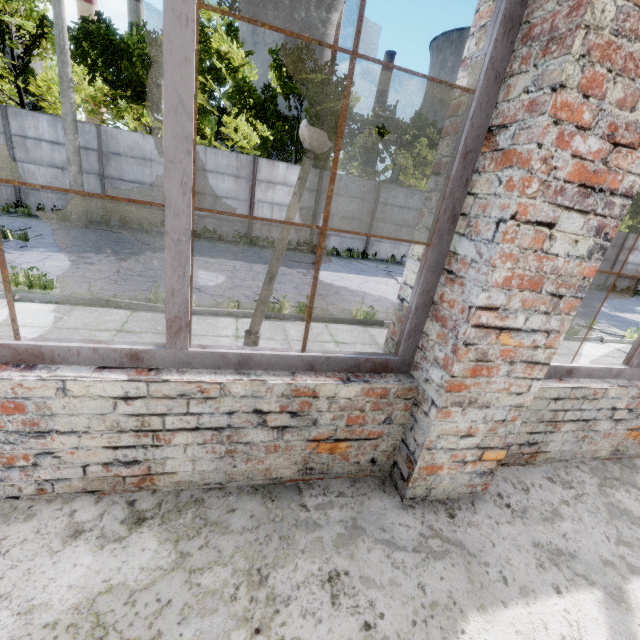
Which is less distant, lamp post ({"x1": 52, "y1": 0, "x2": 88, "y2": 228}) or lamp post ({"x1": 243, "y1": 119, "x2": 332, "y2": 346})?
lamp post ({"x1": 243, "y1": 119, "x2": 332, "y2": 346})

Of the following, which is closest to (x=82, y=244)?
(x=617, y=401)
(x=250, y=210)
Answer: (x=250, y=210)

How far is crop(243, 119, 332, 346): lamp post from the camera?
2.7 meters

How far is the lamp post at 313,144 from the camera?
2.7m

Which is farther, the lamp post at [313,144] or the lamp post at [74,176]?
the lamp post at [74,176]
